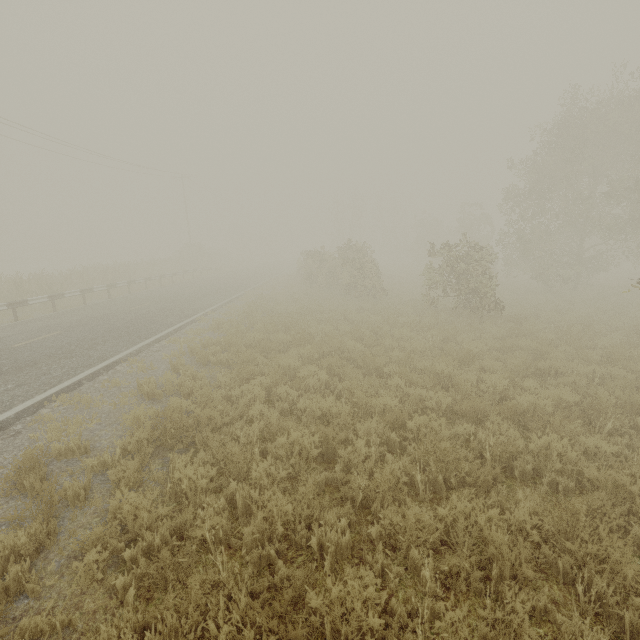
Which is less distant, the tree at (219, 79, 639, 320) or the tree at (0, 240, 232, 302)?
the tree at (219, 79, 639, 320)

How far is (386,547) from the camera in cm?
388

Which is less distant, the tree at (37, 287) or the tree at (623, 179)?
the tree at (623, 179)
